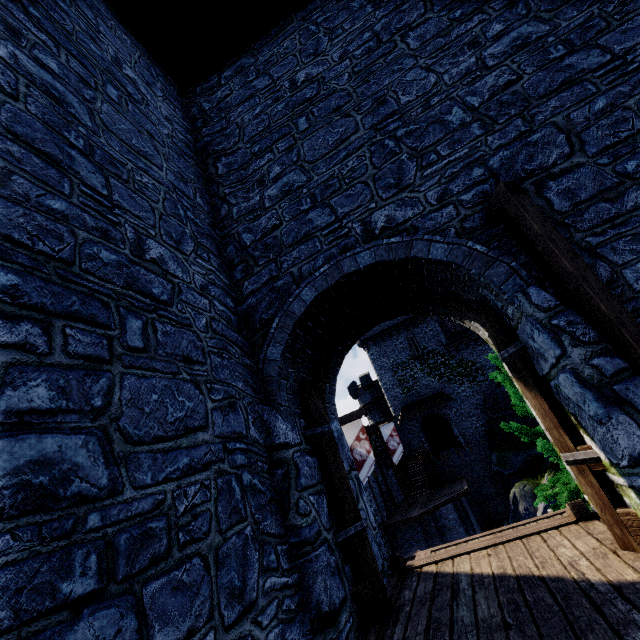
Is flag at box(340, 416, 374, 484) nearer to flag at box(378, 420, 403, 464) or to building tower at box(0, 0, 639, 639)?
flag at box(378, 420, 403, 464)

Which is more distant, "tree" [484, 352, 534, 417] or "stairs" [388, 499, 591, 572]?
"tree" [484, 352, 534, 417]

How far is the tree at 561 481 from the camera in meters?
9.2

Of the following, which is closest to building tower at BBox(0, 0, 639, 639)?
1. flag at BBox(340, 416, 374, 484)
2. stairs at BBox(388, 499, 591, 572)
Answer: stairs at BBox(388, 499, 591, 572)

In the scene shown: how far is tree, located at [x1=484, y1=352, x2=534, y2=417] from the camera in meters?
10.4

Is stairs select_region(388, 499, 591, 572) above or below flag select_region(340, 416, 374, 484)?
below

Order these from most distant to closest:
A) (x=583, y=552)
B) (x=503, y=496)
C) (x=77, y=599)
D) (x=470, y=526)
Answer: (x=503, y=496) → (x=470, y=526) → (x=583, y=552) → (x=77, y=599)

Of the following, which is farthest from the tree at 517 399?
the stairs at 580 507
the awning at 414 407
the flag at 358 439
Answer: the awning at 414 407
